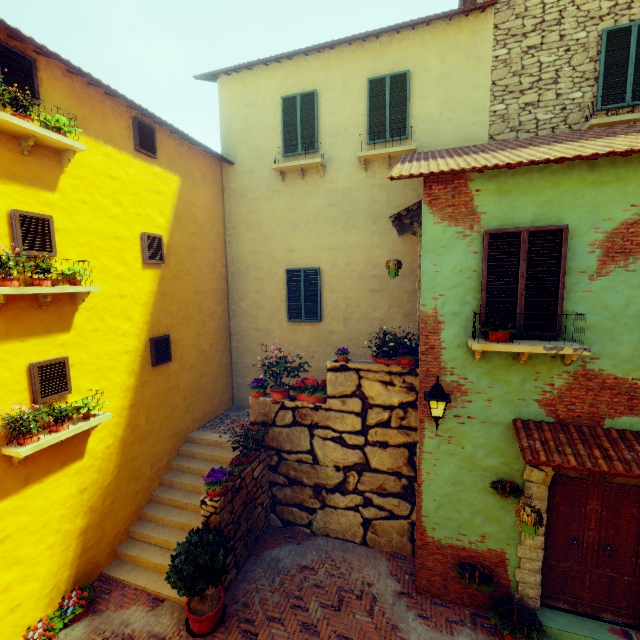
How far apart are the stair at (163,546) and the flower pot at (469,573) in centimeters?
460cm

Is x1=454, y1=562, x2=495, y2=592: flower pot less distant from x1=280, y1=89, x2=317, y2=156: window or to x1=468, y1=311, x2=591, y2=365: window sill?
x1=468, y1=311, x2=591, y2=365: window sill

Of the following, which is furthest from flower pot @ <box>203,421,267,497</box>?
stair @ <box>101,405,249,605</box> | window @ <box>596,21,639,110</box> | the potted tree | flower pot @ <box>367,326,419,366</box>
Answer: window @ <box>596,21,639,110</box>

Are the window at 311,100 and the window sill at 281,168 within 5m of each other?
yes

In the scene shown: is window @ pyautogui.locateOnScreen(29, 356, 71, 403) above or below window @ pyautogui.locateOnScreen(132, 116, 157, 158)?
below

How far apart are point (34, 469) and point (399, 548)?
7.3m

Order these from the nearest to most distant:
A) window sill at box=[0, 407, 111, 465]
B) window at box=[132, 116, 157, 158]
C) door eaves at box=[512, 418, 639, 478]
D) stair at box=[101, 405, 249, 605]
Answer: door eaves at box=[512, 418, 639, 478], window sill at box=[0, 407, 111, 465], stair at box=[101, 405, 249, 605], window at box=[132, 116, 157, 158]

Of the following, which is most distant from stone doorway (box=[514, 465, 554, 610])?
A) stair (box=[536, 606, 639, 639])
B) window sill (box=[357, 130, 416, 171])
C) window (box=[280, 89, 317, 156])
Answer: window (box=[280, 89, 317, 156])
